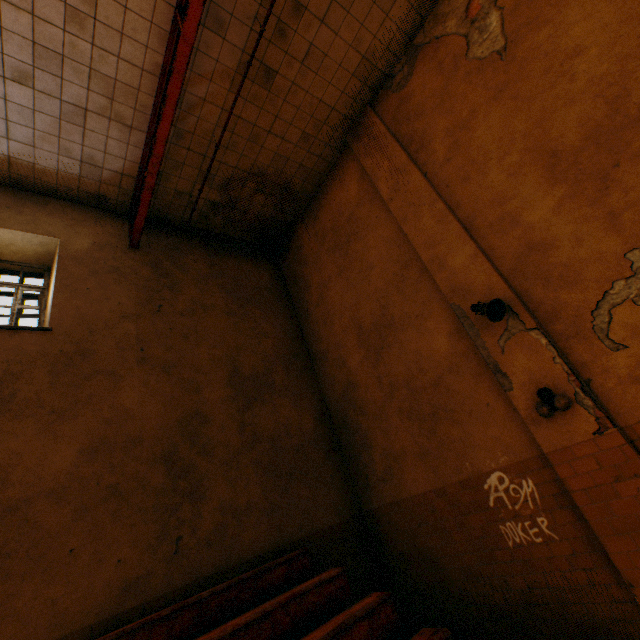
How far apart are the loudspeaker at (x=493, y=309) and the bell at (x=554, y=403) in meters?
→ 1.0

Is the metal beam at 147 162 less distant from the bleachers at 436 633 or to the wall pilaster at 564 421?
the wall pilaster at 564 421

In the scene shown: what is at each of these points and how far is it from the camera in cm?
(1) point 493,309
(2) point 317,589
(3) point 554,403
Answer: (1) loudspeaker, 415
(2) bleachers, 389
(3) bell, 375

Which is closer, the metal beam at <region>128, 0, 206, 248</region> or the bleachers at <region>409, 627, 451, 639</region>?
the bleachers at <region>409, 627, 451, 639</region>

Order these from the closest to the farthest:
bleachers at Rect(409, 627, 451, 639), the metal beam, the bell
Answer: bleachers at Rect(409, 627, 451, 639)
the bell
the metal beam

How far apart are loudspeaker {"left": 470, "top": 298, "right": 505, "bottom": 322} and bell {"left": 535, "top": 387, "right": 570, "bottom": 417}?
1.0 meters

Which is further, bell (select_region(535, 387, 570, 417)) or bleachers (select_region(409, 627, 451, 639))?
bell (select_region(535, 387, 570, 417))

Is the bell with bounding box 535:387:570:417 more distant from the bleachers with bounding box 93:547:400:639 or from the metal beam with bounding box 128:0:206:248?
the metal beam with bounding box 128:0:206:248
